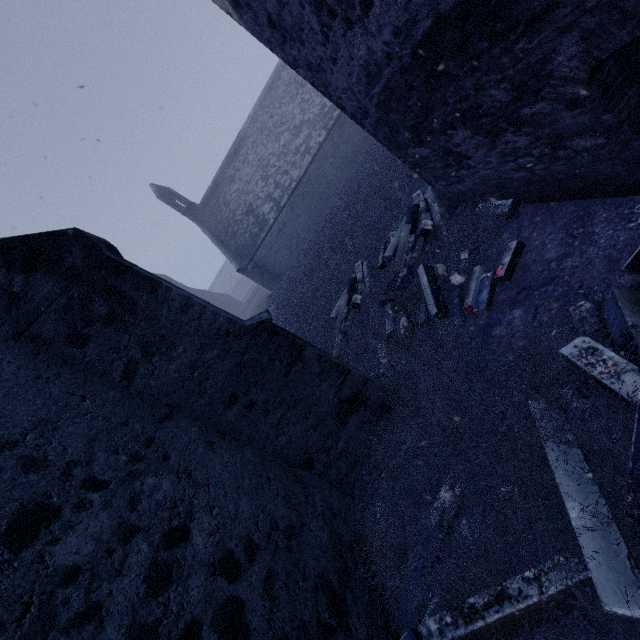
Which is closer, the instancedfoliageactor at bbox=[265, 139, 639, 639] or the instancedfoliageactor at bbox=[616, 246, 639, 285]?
the instancedfoliageactor at bbox=[265, 139, 639, 639]

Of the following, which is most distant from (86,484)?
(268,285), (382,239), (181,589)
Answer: (268,285)

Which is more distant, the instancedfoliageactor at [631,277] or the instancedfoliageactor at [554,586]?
the instancedfoliageactor at [631,277]

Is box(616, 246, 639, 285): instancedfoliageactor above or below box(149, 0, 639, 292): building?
below

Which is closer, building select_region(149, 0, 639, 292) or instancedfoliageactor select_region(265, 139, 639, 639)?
instancedfoliageactor select_region(265, 139, 639, 639)

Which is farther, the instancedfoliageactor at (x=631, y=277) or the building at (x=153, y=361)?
the instancedfoliageactor at (x=631, y=277)
